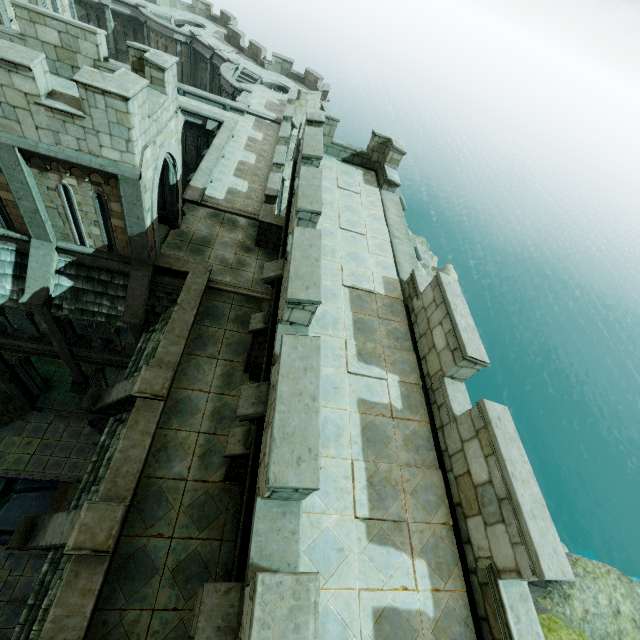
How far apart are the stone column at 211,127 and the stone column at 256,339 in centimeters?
1783cm

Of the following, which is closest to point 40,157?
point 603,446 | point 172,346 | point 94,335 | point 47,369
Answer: point 172,346

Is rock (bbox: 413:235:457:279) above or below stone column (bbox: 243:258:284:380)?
below

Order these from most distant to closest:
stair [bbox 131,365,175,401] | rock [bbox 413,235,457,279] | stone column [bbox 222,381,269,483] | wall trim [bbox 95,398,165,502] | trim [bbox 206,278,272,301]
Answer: rock [bbox 413,235,457,279] → trim [bbox 206,278,272,301] → stair [bbox 131,365,175,401] → wall trim [bbox 95,398,165,502] → stone column [bbox 222,381,269,483]

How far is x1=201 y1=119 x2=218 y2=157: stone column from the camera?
20.14m

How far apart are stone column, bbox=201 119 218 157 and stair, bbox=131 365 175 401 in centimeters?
1870cm

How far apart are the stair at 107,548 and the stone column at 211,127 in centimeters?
2222cm

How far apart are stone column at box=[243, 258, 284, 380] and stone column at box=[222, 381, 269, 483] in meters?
2.5
